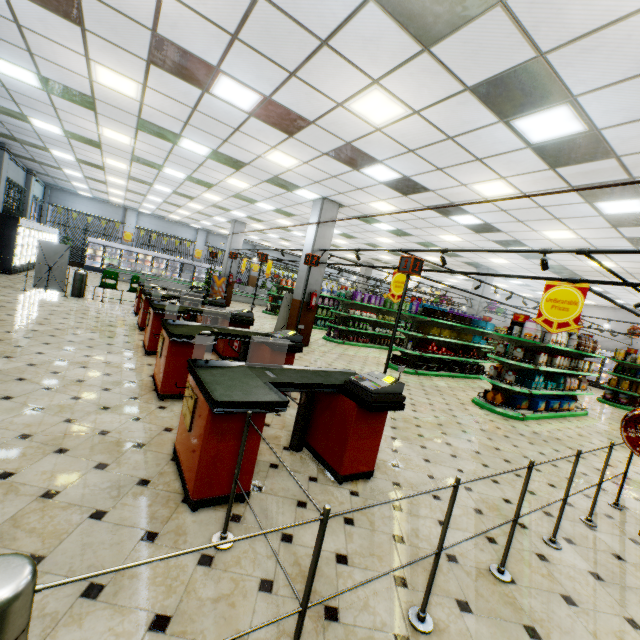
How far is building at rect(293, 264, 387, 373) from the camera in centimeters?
928cm

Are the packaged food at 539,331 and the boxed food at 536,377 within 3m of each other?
yes

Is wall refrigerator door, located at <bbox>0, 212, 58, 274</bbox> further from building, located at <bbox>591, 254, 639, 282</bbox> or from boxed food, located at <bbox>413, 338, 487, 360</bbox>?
boxed food, located at <bbox>413, 338, 487, 360</bbox>

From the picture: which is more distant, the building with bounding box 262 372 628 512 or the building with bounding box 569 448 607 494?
the building with bounding box 569 448 607 494

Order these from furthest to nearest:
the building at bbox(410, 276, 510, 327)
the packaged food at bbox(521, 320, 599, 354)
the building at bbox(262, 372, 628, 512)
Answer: the building at bbox(410, 276, 510, 327) < the packaged food at bbox(521, 320, 599, 354) < the building at bbox(262, 372, 628, 512)

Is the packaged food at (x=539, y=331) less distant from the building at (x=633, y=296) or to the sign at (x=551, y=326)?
the building at (x=633, y=296)

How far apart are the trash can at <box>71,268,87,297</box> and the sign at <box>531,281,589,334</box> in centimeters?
1287cm

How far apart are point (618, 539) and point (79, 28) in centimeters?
974cm
